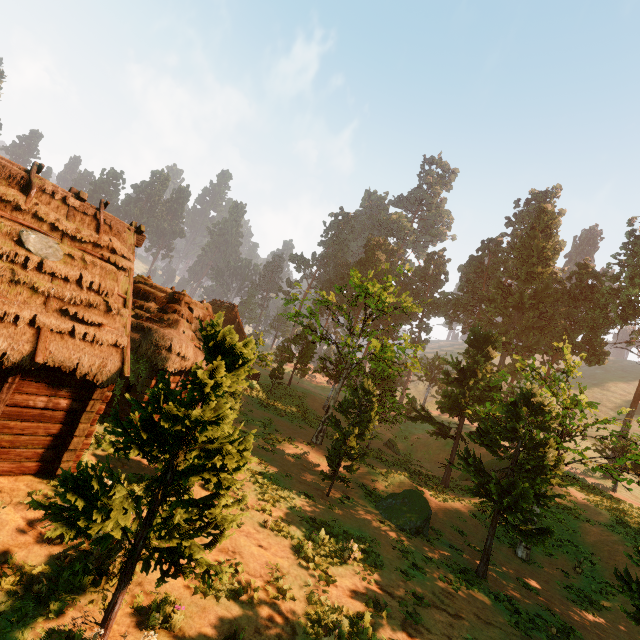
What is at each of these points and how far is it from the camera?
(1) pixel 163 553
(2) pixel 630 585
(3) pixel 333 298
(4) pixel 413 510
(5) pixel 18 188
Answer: (1) treerock, 5.4 meters
(2) treerock, 10.7 meters
(3) treerock, 27.6 meters
(4) treerock, 16.8 meters
(5) building, 9.7 meters

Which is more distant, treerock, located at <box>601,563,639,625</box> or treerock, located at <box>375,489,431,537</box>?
treerock, located at <box>375,489,431,537</box>

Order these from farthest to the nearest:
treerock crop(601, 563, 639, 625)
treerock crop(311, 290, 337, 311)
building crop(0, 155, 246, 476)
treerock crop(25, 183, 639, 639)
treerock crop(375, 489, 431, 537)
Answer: treerock crop(311, 290, 337, 311)
treerock crop(375, 489, 431, 537)
treerock crop(601, 563, 639, 625)
building crop(0, 155, 246, 476)
treerock crop(25, 183, 639, 639)

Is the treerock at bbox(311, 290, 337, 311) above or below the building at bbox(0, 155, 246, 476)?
above

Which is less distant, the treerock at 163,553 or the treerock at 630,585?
the treerock at 163,553

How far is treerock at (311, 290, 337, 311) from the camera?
21.8 meters

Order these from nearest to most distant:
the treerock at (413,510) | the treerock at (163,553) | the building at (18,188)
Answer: the treerock at (163,553) → the building at (18,188) → the treerock at (413,510)
